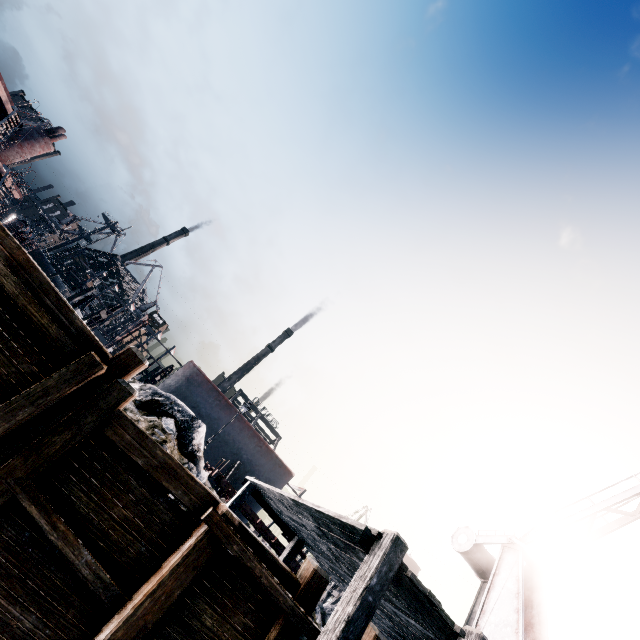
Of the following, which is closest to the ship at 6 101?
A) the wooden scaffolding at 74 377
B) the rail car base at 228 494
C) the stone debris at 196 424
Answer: the stone debris at 196 424

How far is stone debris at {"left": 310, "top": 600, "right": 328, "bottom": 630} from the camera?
8.91m

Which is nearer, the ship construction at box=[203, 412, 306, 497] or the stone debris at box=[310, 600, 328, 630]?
the stone debris at box=[310, 600, 328, 630]

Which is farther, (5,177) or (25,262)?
(5,177)

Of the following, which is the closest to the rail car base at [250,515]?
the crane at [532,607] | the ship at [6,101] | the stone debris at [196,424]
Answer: the stone debris at [196,424]

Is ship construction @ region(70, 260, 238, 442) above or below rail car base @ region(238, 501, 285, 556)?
above

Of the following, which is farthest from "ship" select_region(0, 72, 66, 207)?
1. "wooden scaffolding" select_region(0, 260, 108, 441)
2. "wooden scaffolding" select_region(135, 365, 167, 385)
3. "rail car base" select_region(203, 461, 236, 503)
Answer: "wooden scaffolding" select_region(0, 260, 108, 441)

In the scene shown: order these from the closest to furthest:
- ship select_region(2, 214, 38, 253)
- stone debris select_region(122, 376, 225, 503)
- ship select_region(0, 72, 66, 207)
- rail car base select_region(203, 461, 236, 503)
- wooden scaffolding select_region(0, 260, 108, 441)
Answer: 1. wooden scaffolding select_region(0, 260, 108, 441)
2. stone debris select_region(122, 376, 225, 503)
3. rail car base select_region(203, 461, 236, 503)
4. ship select_region(2, 214, 38, 253)
5. ship select_region(0, 72, 66, 207)
